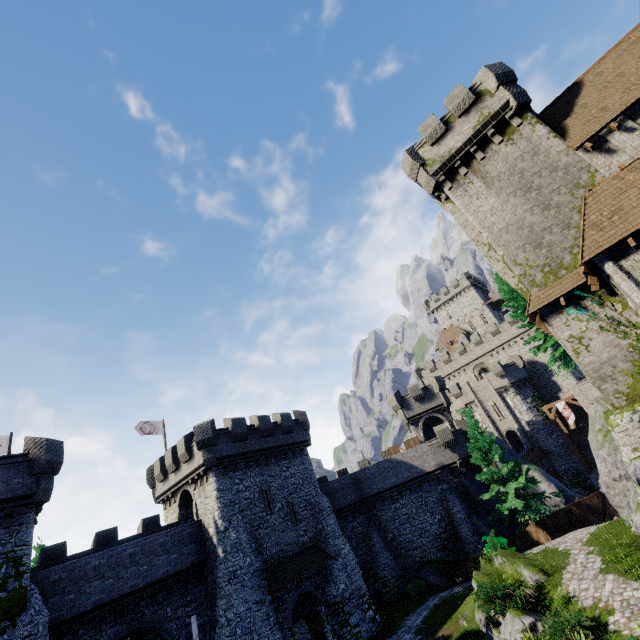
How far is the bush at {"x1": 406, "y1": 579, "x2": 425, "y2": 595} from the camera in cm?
2723

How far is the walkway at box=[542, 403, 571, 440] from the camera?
39.6 meters

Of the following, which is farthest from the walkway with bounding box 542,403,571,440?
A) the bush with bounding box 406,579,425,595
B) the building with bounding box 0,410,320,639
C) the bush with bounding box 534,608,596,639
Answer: the bush with bounding box 534,608,596,639

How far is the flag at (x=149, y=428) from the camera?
30.08m

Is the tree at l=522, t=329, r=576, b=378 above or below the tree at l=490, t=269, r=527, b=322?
below

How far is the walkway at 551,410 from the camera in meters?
39.6 m

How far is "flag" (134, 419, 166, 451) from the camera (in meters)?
30.08

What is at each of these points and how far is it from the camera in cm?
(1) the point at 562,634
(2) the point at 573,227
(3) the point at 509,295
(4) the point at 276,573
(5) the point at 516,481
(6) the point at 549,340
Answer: (1) bush, 1054
(2) building, 1653
(3) tree, 2747
(4) awning, 2208
(5) tree, 2536
(6) tree, 2470
